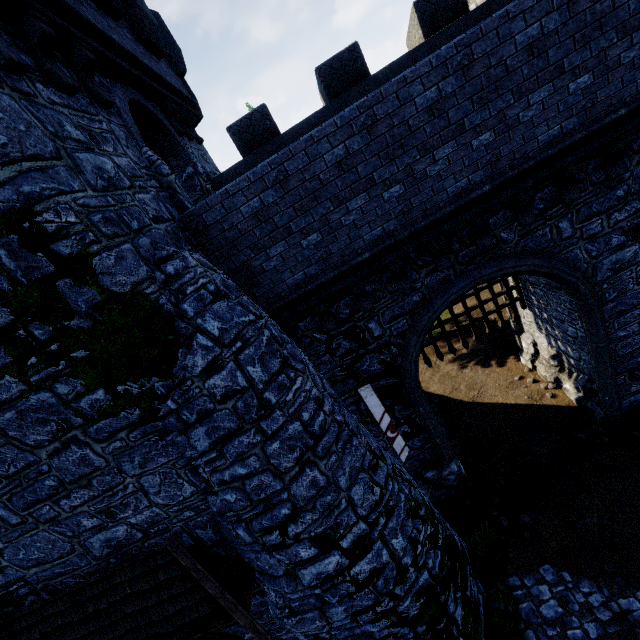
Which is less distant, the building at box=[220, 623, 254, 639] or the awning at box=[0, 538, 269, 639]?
the awning at box=[0, 538, 269, 639]

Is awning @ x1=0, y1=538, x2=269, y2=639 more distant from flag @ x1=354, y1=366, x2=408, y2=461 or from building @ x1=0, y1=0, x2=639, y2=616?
flag @ x1=354, y1=366, x2=408, y2=461

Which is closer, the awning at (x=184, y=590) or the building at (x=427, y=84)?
the building at (x=427, y=84)

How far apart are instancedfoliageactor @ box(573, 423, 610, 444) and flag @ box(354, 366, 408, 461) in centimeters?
601cm

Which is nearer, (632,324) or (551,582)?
(551,582)

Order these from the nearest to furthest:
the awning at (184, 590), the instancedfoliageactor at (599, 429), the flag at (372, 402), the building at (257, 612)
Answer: the awning at (184, 590) < the building at (257, 612) < the flag at (372, 402) < the instancedfoliageactor at (599, 429)
